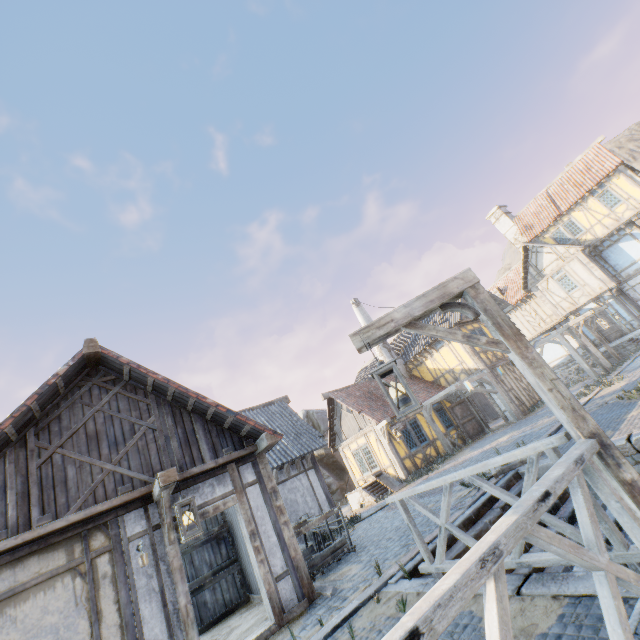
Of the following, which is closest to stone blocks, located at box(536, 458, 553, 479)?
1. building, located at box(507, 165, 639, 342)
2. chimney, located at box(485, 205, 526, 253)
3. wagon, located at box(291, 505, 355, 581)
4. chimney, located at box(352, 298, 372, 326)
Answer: building, located at box(507, 165, 639, 342)

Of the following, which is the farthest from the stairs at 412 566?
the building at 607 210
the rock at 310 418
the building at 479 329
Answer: the building at 607 210

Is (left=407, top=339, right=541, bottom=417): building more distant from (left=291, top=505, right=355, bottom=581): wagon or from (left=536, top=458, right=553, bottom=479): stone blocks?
(left=291, top=505, right=355, bottom=581): wagon

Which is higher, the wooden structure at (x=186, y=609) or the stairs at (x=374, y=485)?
the wooden structure at (x=186, y=609)

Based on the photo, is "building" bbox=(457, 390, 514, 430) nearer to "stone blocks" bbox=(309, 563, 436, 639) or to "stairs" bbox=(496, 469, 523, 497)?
"stone blocks" bbox=(309, 563, 436, 639)

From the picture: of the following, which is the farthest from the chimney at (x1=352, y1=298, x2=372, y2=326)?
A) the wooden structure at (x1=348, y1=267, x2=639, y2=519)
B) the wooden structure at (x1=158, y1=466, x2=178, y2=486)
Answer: the wooden structure at (x1=348, y1=267, x2=639, y2=519)

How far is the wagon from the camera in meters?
7.7 m

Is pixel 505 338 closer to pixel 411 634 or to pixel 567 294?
pixel 411 634
